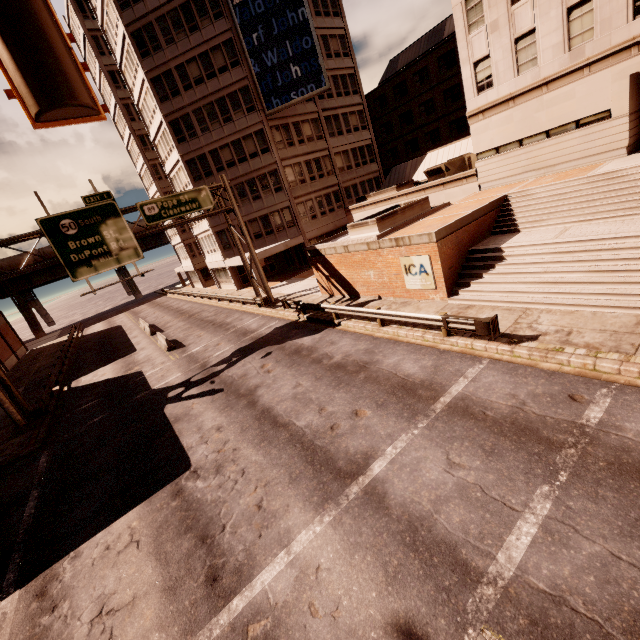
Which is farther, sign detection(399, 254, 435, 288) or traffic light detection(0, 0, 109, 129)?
sign detection(399, 254, 435, 288)

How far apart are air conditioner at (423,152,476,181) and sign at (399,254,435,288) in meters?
12.7

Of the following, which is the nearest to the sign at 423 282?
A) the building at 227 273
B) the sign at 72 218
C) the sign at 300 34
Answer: the sign at 72 218

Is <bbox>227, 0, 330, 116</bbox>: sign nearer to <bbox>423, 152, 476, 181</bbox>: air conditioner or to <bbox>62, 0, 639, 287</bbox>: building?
<bbox>62, 0, 639, 287</bbox>: building

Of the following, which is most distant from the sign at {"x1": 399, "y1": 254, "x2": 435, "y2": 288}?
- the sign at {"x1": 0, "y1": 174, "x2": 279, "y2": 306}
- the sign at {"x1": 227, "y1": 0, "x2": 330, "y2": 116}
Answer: the sign at {"x1": 227, "y1": 0, "x2": 330, "y2": 116}

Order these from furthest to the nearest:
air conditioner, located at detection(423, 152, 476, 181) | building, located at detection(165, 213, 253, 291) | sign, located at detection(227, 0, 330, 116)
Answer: building, located at detection(165, 213, 253, 291), sign, located at detection(227, 0, 330, 116), air conditioner, located at detection(423, 152, 476, 181)

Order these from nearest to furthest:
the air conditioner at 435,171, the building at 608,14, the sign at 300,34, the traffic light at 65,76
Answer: the traffic light at 65,76, the building at 608,14, the air conditioner at 435,171, the sign at 300,34

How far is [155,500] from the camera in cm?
957
